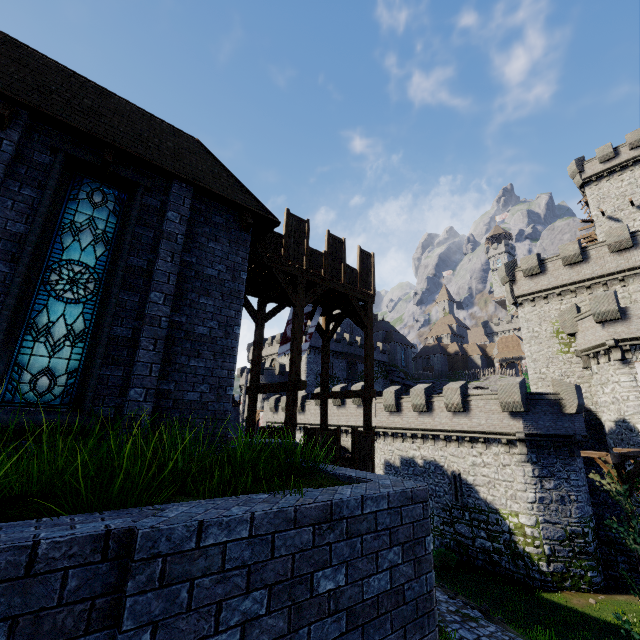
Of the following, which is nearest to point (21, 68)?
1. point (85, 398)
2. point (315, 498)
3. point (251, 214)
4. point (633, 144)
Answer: point (251, 214)

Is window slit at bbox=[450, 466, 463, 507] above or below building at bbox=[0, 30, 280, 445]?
below

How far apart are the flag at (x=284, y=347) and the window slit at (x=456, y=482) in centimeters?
1665cm

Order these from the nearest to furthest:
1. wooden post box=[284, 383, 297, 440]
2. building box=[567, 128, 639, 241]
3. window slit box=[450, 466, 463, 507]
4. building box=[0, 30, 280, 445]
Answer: building box=[0, 30, 280, 445], wooden post box=[284, 383, 297, 440], window slit box=[450, 466, 463, 507], building box=[567, 128, 639, 241]

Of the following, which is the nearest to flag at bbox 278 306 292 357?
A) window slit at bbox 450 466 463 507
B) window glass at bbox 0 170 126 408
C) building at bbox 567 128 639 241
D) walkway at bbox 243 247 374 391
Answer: walkway at bbox 243 247 374 391

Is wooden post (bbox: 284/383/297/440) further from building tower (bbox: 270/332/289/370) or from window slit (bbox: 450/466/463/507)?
building tower (bbox: 270/332/289/370)

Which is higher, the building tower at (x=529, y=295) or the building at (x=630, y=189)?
the building at (x=630, y=189)

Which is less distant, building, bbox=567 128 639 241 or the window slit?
the window slit
